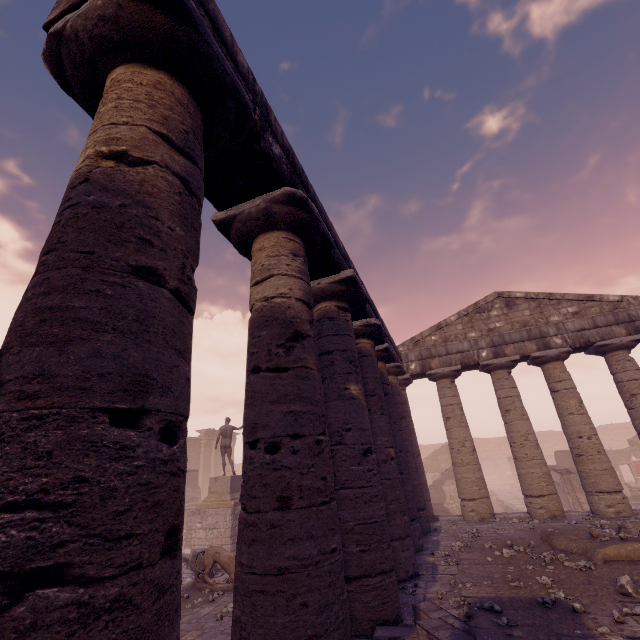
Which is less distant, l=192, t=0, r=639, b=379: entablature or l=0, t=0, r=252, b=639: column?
l=0, t=0, r=252, b=639: column

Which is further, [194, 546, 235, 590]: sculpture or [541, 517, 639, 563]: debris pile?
[194, 546, 235, 590]: sculpture

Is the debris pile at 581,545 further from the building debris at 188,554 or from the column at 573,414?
the building debris at 188,554

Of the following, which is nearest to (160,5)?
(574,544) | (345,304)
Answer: (345,304)

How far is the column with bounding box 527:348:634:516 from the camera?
10.3 meters

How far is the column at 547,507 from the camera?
10.8 meters

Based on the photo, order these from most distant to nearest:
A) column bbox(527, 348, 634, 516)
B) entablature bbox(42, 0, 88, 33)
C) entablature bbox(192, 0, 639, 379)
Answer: column bbox(527, 348, 634, 516), entablature bbox(192, 0, 639, 379), entablature bbox(42, 0, 88, 33)

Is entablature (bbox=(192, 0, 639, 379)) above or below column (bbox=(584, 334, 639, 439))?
above
